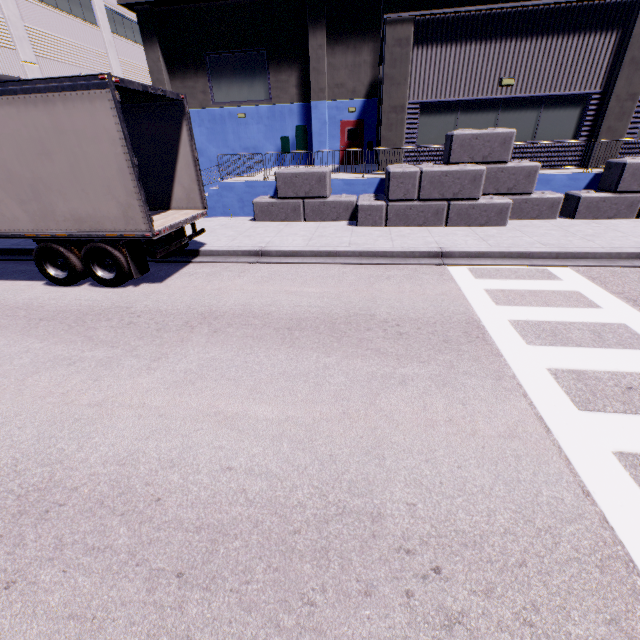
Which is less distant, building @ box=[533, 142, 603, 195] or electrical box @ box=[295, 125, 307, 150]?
building @ box=[533, 142, 603, 195]

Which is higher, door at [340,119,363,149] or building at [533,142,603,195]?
door at [340,119,363,149]

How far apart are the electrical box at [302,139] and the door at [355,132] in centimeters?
206cm

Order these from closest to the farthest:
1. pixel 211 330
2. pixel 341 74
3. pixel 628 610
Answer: pixel 628 610
pixel 211 330
pixel 341 74

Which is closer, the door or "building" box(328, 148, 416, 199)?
"building" box(328, 148, 416, 199)

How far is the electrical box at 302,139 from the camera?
20.3m

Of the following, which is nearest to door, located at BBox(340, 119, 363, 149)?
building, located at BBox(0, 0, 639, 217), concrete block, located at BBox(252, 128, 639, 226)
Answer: building, located at BBox(0, 0, 639, 217)

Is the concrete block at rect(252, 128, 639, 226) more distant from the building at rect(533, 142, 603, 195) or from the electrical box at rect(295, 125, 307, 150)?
the electrical box at rect(295, 125, 307, 150)
